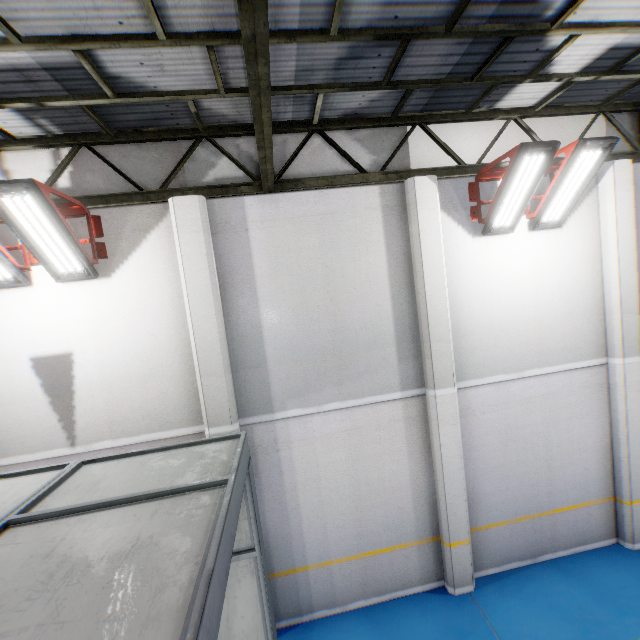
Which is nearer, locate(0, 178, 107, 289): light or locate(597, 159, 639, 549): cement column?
locate(0, 178, 107, 289): light

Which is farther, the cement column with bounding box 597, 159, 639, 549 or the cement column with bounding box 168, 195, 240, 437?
the cement column with bounding box 597, 159, 639, 549

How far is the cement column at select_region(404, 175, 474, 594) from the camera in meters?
5.7

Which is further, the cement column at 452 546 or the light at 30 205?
the cement column at 452 546

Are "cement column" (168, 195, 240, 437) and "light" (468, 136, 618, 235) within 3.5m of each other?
no

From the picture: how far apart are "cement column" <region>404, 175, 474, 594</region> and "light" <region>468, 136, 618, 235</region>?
0.7m

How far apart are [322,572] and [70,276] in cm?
691

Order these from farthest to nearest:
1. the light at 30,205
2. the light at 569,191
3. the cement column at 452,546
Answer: the cement column at 452,546 < the light at 569,191 < the light at 30,205
